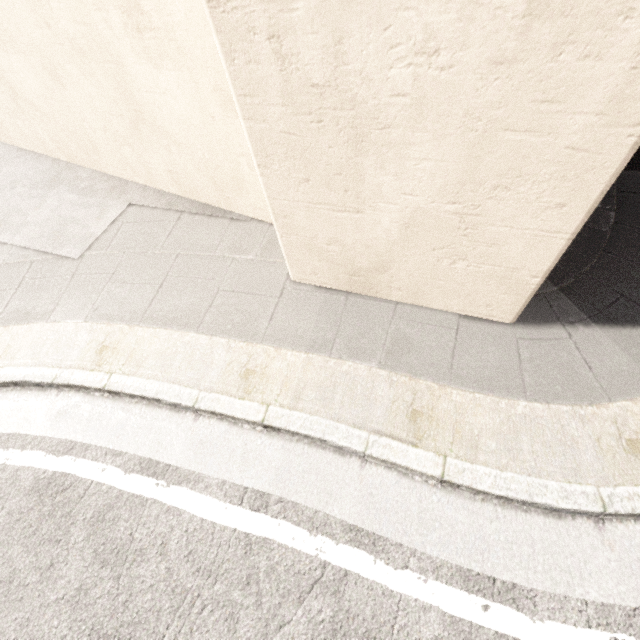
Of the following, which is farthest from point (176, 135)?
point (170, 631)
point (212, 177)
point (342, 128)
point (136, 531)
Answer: point (170, 631)
